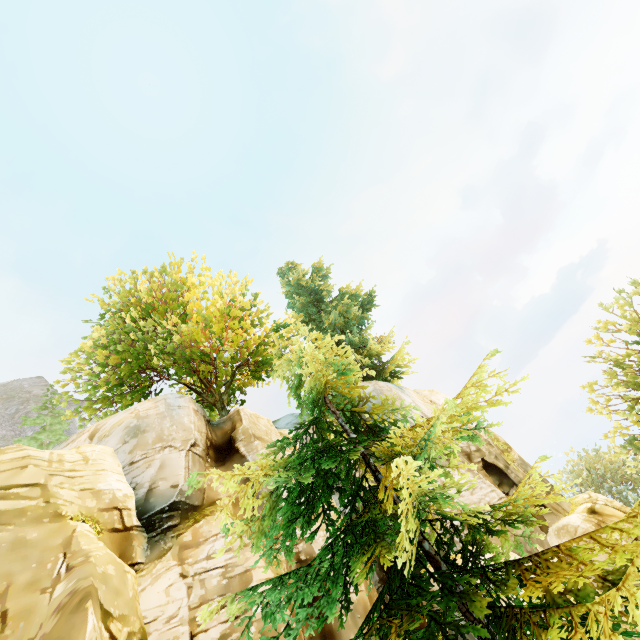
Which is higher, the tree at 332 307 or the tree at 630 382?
the tree at 630 382

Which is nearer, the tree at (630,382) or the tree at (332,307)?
the tree at (332,307)

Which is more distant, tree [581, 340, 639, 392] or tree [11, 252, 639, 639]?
tree [581, 340, 639, 392]

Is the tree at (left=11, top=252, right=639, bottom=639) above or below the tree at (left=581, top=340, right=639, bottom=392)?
below

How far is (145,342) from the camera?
20.30m
